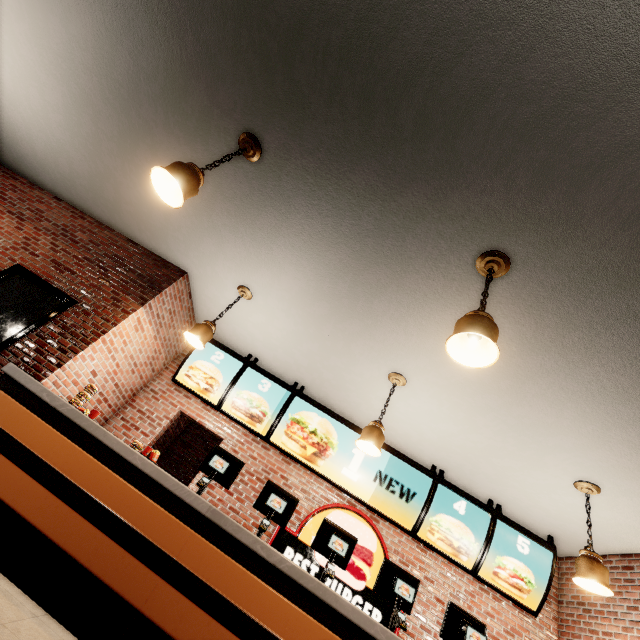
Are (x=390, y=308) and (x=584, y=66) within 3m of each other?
yes
